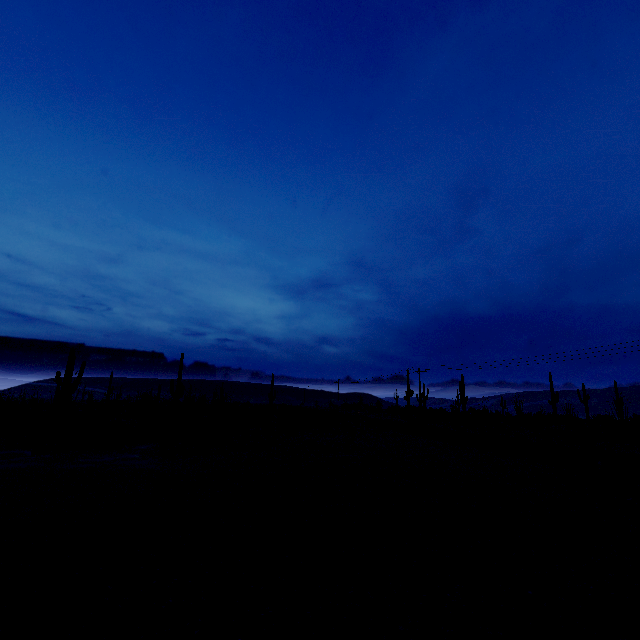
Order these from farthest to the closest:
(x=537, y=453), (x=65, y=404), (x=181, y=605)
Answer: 1. (x=65, y=404)
2. (x=537, y=453)
3. (x=181, y=605)
